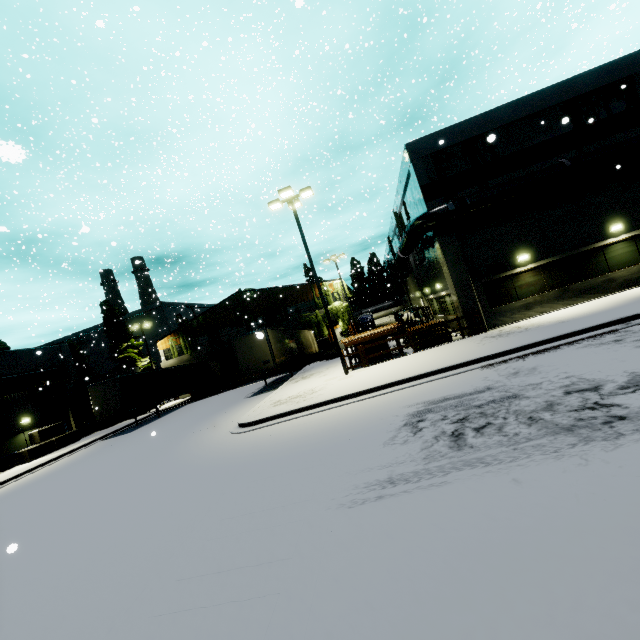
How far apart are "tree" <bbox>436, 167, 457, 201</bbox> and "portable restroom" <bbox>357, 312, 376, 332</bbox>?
14.22m

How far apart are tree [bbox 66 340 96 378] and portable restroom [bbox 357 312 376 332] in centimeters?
4987cm

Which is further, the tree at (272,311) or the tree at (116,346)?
the tree at (116,346)

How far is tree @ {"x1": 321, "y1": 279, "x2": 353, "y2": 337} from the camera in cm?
3553

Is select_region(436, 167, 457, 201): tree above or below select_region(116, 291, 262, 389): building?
above

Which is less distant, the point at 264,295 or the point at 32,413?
the point at 32,413

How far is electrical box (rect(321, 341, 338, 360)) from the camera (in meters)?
26.62

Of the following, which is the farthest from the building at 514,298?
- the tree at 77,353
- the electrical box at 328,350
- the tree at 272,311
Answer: the electrical box at 328,350
